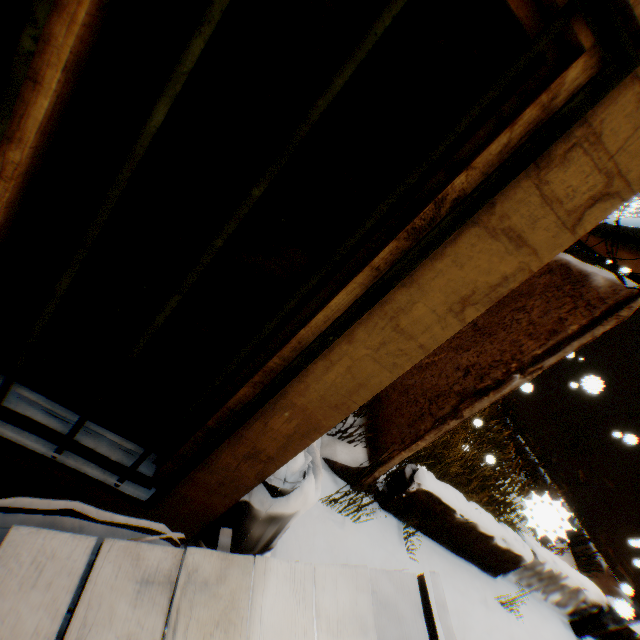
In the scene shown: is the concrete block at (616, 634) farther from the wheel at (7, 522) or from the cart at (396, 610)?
the wheel at (7, 522)

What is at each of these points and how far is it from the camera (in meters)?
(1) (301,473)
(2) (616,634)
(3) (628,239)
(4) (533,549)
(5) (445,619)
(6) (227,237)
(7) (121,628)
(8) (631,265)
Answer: (1) trash bag, 1.90
(2) concrete block, 5.40
(3) building, 11.62
(4) concrete block, 4.58
(5) cart, 1.30
(6) building, 0.97
(7) cart, 0.89
(8) building, 10.46

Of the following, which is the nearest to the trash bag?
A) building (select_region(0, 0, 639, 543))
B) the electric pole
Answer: building (select_region(0, 0, 639, 543))

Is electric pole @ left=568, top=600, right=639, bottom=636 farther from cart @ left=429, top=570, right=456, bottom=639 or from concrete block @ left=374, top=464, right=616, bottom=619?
cart @ left=429, top=570, right=456, bottom=639

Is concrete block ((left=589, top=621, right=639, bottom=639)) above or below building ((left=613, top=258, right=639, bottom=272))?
below

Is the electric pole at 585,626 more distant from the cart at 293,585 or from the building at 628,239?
the cart at 293,585

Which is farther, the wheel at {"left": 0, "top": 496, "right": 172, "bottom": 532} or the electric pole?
the electric pole

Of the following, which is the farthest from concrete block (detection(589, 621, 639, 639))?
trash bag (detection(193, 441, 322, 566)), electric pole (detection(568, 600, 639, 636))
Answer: trash bag (detection(193, 441, 322, 566))
